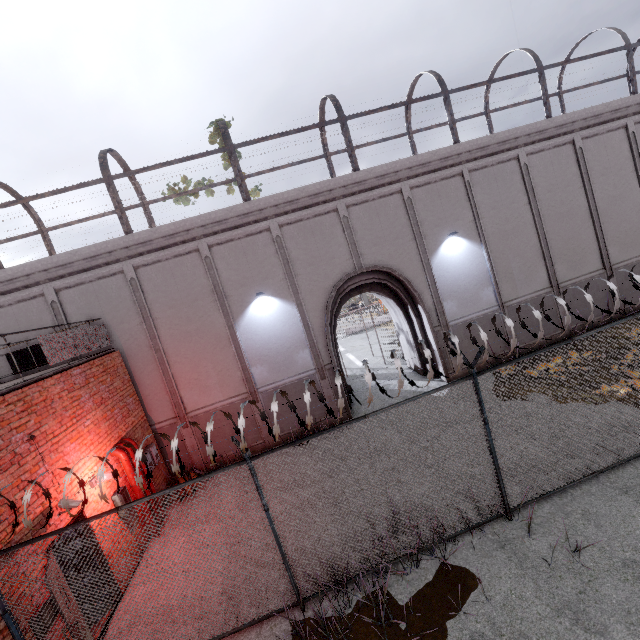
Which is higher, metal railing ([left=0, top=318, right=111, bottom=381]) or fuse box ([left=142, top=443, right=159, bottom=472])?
metal railing ([left=0, top=318, right=111, bottom=381])

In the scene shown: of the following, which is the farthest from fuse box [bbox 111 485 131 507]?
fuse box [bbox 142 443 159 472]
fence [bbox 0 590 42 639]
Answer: fence [bbox 0 590 42 639]

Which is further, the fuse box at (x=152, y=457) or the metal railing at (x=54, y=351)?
the fuse box at (x=152, y=457)

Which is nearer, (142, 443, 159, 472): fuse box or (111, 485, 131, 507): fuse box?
(111, 485, 131, 507): fuse box

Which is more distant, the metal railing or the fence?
the metal railing

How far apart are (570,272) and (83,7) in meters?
88.4 m

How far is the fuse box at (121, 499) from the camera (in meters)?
7.70

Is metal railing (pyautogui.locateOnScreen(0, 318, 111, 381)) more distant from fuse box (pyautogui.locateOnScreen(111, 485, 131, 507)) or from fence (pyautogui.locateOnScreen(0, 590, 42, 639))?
fuse box (pyautogui.locateOnScreen(111, 485, 131, 507))
